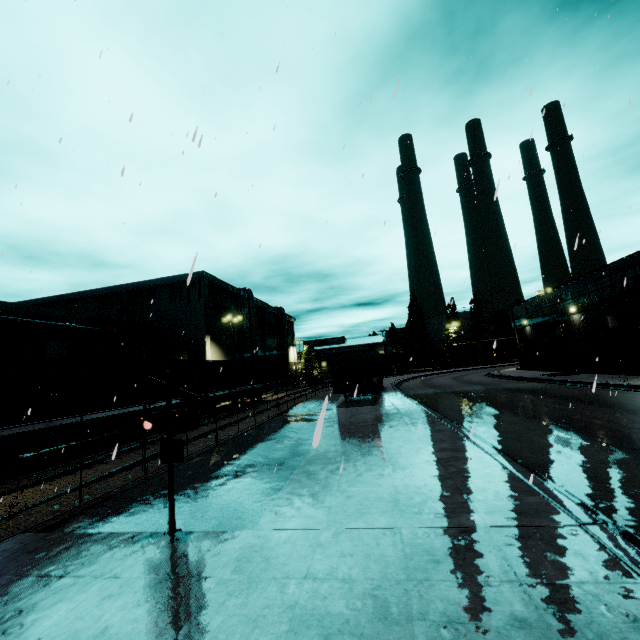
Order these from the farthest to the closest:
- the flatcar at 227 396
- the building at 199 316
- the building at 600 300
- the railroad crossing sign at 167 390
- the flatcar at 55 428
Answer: the building at 199 316 → the flatcar at 227 396 → the building at 600 300 → the flatcar at 55 428 → the railroad crossing sign at 167 390

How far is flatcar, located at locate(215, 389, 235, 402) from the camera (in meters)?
24.18

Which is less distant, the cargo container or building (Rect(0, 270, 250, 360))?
the cargo container

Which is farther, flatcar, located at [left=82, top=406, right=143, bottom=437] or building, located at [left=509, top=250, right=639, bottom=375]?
building, located at [left=509, top=250, right=639, bottom=375]

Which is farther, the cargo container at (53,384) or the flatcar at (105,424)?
the flatcar at (105,424)

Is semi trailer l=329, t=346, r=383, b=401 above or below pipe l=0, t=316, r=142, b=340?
below

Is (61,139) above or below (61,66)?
below

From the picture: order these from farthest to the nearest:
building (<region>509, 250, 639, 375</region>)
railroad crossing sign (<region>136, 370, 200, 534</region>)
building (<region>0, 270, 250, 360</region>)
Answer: building (<region>0, 270, 250, 360</region>) → building (<region>509, 250, 639, 375</region>) → railroad crossing sign (<region>136, 370, 200, 534</region>)
